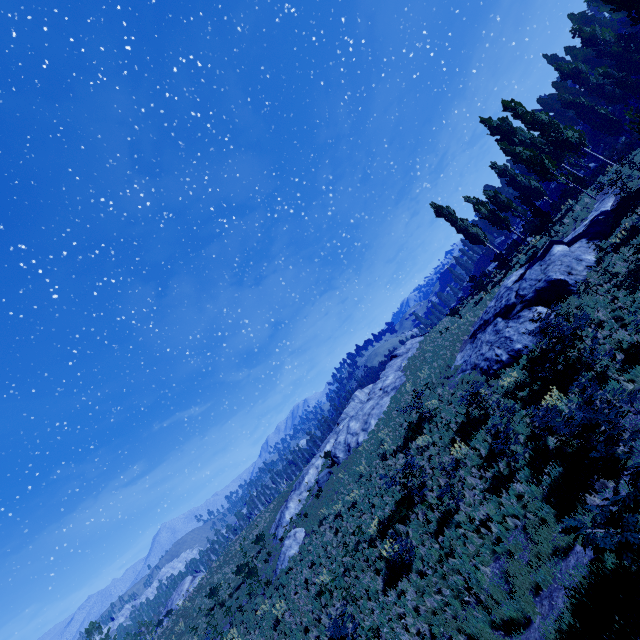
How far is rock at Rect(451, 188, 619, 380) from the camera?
16.1m

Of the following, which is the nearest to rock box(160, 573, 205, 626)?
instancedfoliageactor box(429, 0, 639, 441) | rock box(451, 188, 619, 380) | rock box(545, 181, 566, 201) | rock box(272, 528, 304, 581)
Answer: instancedfoliageactor box(429, 0, 639, 441)

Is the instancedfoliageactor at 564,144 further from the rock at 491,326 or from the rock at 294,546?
the rock at 294,546

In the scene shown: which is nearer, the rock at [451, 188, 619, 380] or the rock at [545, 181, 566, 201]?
the rock at [451, 188, 619, 380]

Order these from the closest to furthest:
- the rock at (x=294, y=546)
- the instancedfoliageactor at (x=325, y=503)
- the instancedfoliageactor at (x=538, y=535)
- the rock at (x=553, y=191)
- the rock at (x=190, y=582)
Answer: the instancedfoliageactor at (x=538, y=535), the instancedfoliageactor at (x=325, y=503), the rock at (x=294, y=546), the rock at (x=190, y=582), the rock at (x=553, y=191)

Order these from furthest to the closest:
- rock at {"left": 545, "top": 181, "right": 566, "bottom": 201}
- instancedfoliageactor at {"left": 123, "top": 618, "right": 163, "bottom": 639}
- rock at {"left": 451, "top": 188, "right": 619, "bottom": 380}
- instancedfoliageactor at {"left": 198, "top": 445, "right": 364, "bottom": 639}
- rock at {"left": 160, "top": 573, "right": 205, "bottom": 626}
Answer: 1. rock at {"left": 545, "top": 181, "right": 566, "bottom": 201}
2. instancedfoliageactor at {"left": 123, "top": 618, "right": 163, "bottom": 639}
3. rock at {"left": 160, "top": 573, "right": 205, "bottom": 626}
4. instancedfoliageactor at {"left": 198, "top": 445, "right": 364, "bottom": 639}
5. rock at {"left": 451, "top": 188, "right": 619, "bottom": 380}

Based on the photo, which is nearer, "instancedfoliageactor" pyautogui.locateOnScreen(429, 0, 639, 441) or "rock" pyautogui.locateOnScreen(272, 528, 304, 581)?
"instancedfoliageactor" pyautogui.locateOnScreen(429, 0, 639, 441)

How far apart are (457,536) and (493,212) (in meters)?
30.04
